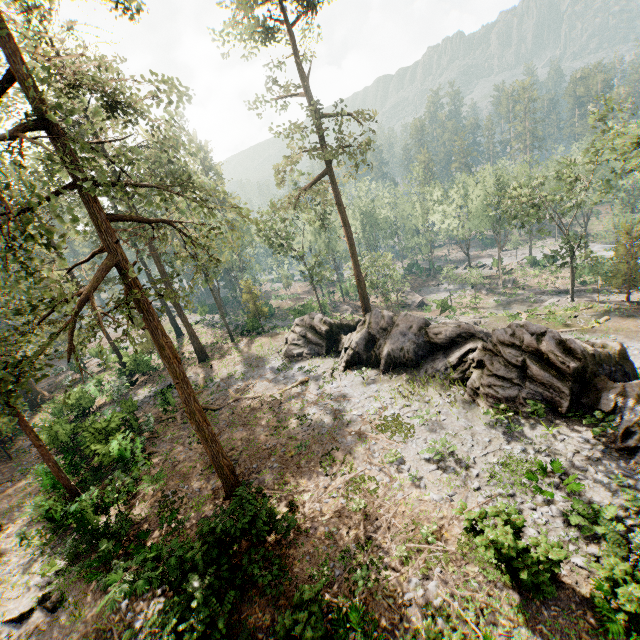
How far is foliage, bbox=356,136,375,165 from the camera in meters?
23.5

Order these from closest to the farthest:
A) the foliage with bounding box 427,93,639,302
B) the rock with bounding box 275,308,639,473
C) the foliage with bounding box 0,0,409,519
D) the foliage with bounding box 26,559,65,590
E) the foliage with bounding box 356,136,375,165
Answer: the foliage with bounding box 0,0,409,519 < the foliage with bounding box 26,559,65,590 < the rock with bounding box 275,308,639,473 < the foliage with bounding box 356,136,375,165 < the foliage with bounding box 427,93,639,302

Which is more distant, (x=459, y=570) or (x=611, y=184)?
(x=611, y=184)

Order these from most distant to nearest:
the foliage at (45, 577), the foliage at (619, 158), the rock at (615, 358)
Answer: the foliage at (619, 158) < the rock at (615, 358) < the foliage at (45, 577)

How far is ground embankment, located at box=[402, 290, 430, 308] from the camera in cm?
5272

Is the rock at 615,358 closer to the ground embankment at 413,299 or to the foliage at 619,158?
the foliage at 619,158

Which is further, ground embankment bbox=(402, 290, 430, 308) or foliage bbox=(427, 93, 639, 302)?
ground embankment bbox=(402, 290, 430, 308)
